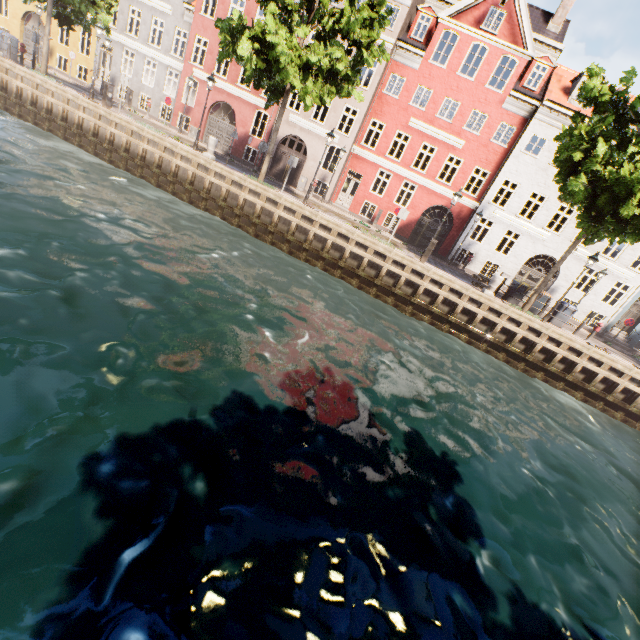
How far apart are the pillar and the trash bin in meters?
4.0 m

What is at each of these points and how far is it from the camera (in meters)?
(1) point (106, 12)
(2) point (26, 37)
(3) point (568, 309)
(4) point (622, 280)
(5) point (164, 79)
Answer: (1) tree, 17.33
(2) building, 26.67
(3) trash bin, 16.45
(4) building, 21.70
(5) building, 24.84

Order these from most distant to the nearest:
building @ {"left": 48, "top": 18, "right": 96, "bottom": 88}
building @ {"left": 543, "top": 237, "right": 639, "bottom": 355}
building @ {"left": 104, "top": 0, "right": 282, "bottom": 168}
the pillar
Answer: building @ {"left": 48, "top": 18, "right": 96, "bottom": 88}
building @ {"left": 104, "top": 0, "right": 282, "bottom": 168}
building @ {"left": 543, "top": 237, "right": 639, "bottom": 355}
the pillar

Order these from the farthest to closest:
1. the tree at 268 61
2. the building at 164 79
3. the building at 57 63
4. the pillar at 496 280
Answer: the building at 57 63
the building at 164 79
the pillar at 496 280
the tree at 268 61

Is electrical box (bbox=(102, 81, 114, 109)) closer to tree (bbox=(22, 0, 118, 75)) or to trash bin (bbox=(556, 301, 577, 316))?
tree (bbox=(22, 0, 118, 75))

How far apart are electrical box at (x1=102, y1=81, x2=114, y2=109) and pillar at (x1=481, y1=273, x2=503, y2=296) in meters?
21.7

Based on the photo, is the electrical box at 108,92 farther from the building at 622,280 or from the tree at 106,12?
the building at 622,280

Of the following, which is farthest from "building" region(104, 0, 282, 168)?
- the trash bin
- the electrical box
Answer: the trash bin
